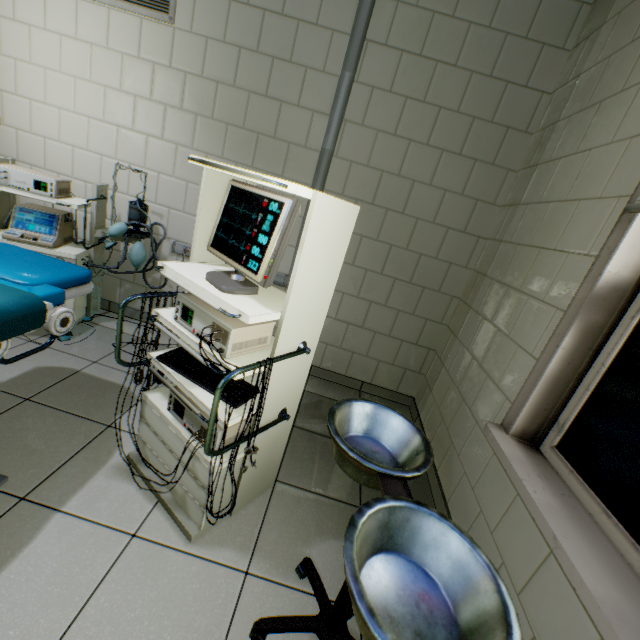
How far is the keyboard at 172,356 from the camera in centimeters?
132cm

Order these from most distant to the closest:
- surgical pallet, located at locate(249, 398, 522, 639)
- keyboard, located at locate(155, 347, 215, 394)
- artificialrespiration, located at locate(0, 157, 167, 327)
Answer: artificialrespiration, located at locate(0, 157, 167, 327)
keyboard, located at locate(155, 347, 215, 394)
surgical pallet, located at locate(249, 398, 522, 639)

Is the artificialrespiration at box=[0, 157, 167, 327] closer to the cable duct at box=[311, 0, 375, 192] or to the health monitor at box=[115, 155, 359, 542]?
the cable duct at box=[311, 0, 375, 192]

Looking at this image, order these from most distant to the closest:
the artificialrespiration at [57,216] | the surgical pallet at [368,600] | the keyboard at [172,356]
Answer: the artificialrespiration at [57,216] < the keyboard at [172,356] < the surgical pallet at [368,600]

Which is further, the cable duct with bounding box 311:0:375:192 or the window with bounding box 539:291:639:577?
the cable duct with bounding box 311:0:375:192

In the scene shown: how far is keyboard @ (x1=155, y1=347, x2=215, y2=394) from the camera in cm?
132

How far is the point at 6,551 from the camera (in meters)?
1.18

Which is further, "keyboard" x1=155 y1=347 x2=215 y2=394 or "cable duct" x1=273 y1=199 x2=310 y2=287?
"cable duct" x1=273 y1=199 x2=310 y2=287
